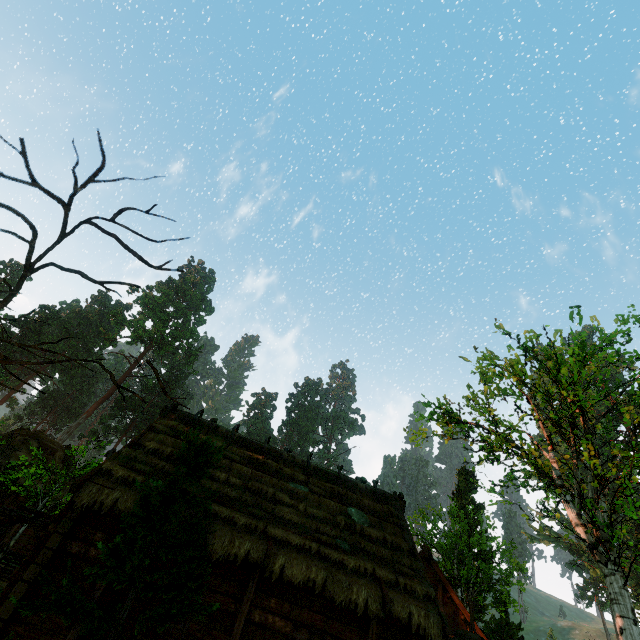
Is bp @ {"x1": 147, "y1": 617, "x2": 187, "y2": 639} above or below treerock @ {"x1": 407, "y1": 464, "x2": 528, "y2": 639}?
below

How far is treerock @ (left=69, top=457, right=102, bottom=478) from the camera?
13.8m

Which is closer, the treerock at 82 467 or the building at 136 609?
the building at 136 609

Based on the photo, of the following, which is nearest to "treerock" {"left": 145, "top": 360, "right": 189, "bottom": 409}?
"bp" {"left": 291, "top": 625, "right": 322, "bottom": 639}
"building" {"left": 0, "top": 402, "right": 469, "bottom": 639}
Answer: "building" {"left": 0, "top": 402, "right": 469, "bottom": 639}

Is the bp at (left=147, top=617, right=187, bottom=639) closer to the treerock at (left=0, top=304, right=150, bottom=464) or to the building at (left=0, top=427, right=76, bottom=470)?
the building at (left=0, top=427, right=76, bottom=470)

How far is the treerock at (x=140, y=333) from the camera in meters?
57.0 m

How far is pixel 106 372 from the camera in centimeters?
111cm
